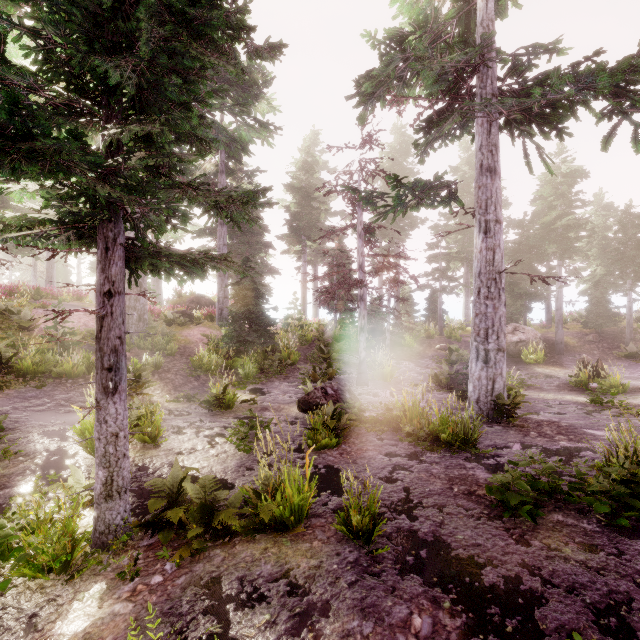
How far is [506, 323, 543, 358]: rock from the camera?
19.8 meters

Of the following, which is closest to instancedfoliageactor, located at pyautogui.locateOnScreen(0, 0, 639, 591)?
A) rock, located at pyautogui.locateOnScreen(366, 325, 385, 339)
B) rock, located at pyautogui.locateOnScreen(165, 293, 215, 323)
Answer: rock, located at pyautogui.locateOnScreen(165, 293, 215, 323)

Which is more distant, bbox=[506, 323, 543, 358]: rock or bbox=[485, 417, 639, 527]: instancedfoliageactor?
bbox=[506, 323, 543, 358]: rock

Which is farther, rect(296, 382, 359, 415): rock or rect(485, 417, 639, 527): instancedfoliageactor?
rect(296, 382, 359, 415): rock

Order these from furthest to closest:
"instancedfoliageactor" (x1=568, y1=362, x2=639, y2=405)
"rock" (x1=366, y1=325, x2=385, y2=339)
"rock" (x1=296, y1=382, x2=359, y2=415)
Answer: "rock" (x1=366, y1=325, x2=385, y2=339)
"instancedfoliageactor" (x1=568, y1=362, x2=639, y2=405)
"rock" (x1=296, y1=382, x2=359, y2=415)

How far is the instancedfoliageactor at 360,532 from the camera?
4.1 meters

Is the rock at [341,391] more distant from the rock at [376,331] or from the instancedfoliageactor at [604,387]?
the rock at [376,331]

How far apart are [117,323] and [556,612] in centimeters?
601cm
